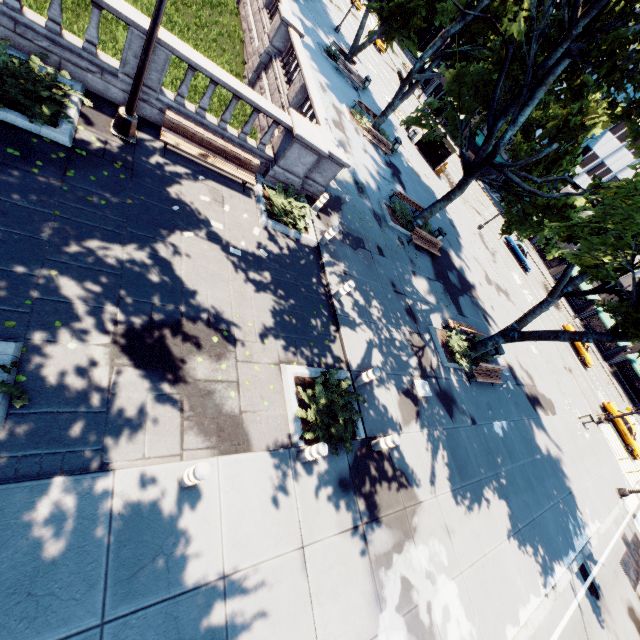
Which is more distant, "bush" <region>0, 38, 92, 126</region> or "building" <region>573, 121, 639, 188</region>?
"building" <region>573, 121, 639, 188</region>

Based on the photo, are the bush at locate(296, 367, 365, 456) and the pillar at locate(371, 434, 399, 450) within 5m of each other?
yes

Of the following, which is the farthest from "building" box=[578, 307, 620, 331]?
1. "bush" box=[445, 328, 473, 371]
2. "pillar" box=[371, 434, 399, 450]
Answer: "pillar" box=[371, 434, 399, 450]

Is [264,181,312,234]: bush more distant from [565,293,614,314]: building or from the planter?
[565,293,614,314]: building

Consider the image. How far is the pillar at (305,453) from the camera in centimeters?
676cm

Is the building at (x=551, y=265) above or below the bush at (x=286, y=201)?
above

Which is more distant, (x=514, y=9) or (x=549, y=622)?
(x=514, y=9)

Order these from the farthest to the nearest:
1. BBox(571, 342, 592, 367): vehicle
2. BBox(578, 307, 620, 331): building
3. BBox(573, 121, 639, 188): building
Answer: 1. BBox(573, 121, 639, 188): building
2. BBox(578, 307, 620, 331): building
3. BBox(571, 342, 592, 367): vehicle
